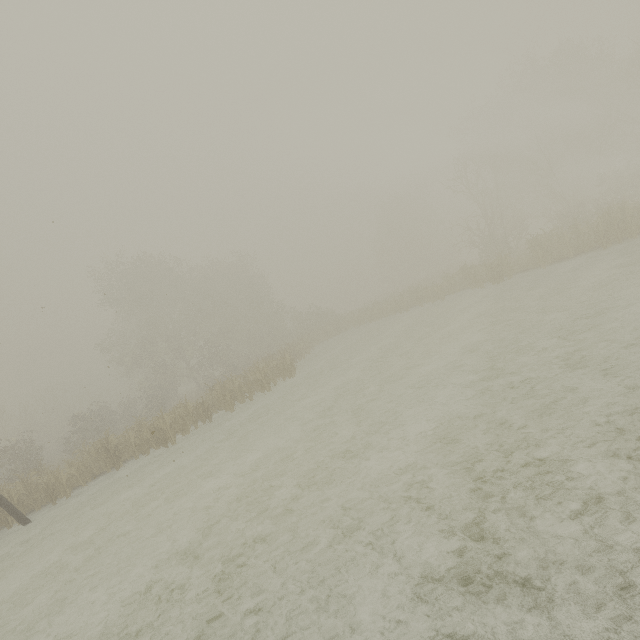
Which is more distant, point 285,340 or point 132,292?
point 285,340
